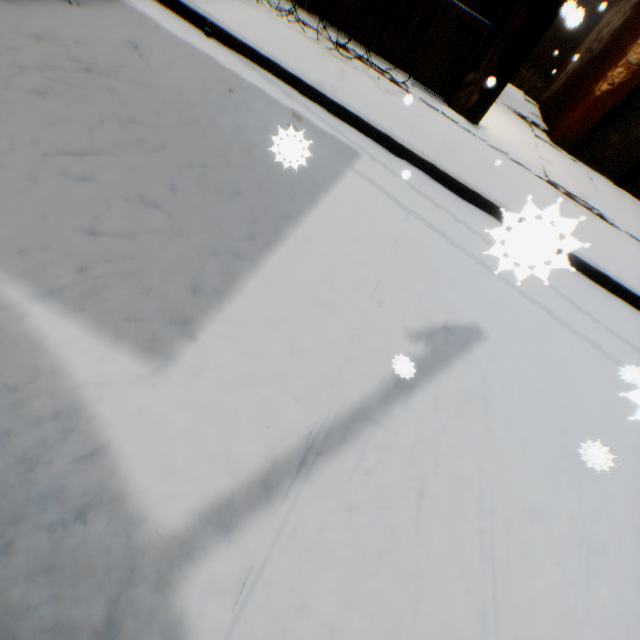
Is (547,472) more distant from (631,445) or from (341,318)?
(341,318)

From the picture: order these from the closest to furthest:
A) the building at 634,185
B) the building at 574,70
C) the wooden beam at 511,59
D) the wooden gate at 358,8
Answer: the wooden beam at 511,59
the wooden gate at 358,8
the building at 574,70
the building at 634,185

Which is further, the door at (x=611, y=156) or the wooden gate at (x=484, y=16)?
the door at (x=611, y=156)

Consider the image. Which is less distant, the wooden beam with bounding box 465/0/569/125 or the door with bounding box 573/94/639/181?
the wooden beam with bounding box 465/0/569/125

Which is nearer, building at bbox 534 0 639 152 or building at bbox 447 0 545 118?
building at bbox 447 0 545 118

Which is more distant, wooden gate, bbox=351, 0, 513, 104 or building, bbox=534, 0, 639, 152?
building, bbox=534, 0, 639, 152

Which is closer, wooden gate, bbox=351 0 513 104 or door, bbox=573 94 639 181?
wooden gate, bbox=351 0 513 104
